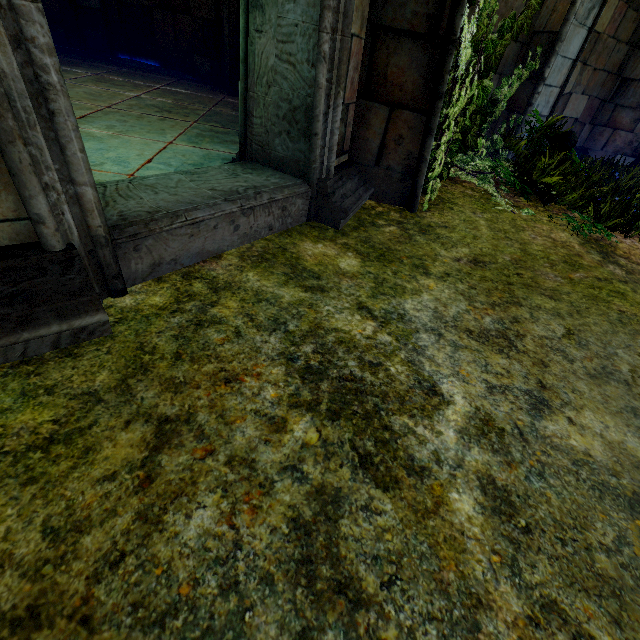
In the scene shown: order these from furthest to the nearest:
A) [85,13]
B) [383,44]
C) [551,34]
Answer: [85,13] → [551,34] → [383,44]
